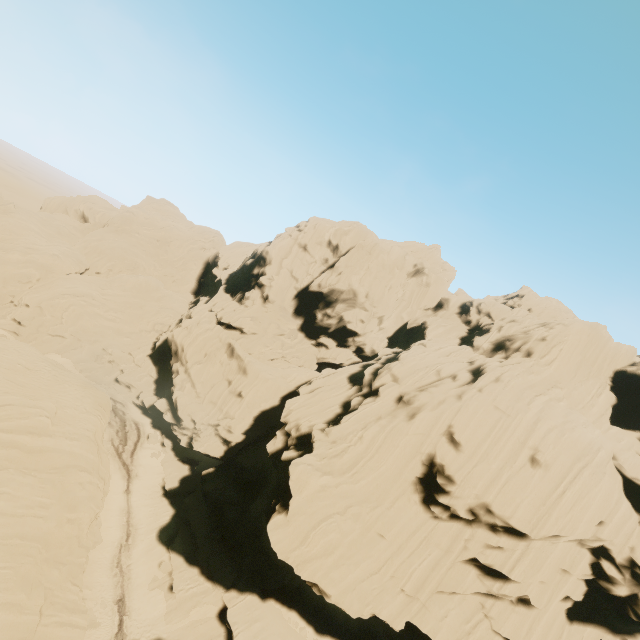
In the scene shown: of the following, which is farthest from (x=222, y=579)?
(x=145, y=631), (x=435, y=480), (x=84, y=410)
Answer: (x=435, y=480)
